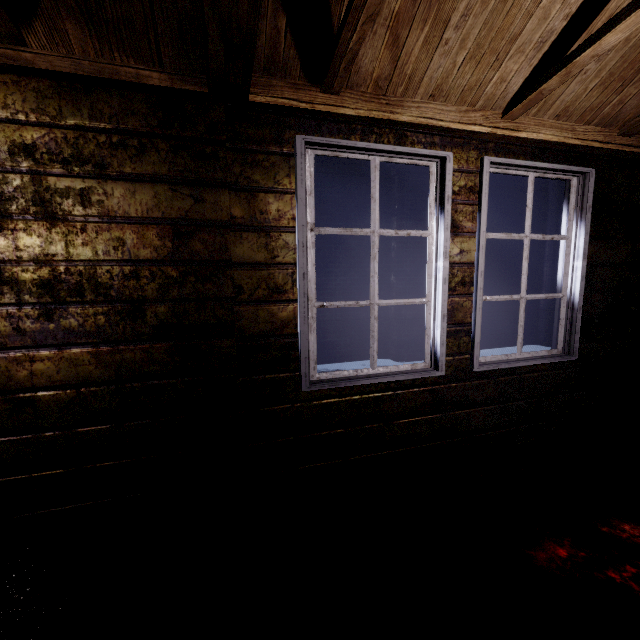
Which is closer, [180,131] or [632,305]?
[180,131]

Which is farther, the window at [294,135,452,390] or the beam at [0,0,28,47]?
the window at [294,135,452,390]

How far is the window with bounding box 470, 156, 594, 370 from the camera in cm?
194

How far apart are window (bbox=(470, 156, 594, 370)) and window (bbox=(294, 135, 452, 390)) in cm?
22

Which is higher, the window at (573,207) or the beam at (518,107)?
the beam at (518,107)

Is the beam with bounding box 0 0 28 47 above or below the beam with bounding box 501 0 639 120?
below

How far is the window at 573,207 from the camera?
1.9m

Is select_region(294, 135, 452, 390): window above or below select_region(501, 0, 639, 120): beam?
below
